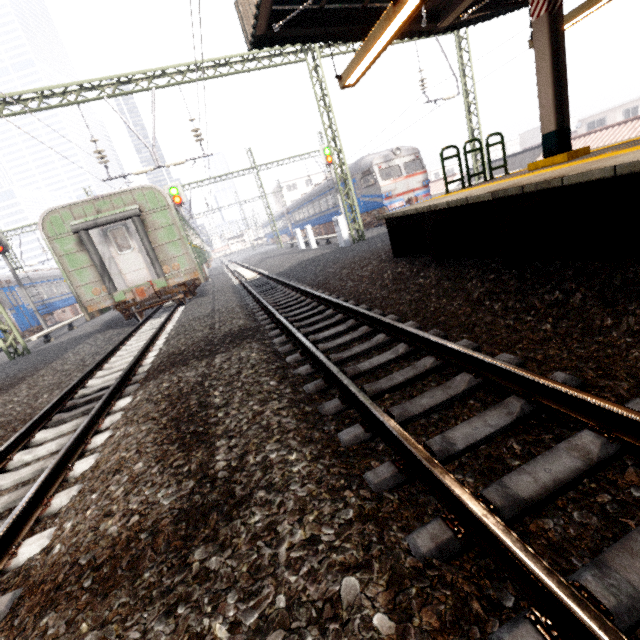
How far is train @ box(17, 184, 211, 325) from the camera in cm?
1052

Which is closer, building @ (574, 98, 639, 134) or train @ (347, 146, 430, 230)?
train @ (347, 146, 430, 230)

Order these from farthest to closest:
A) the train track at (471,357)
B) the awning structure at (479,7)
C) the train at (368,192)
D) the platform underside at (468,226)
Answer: the train at (368,192) → the awning structure at (479,7) → the platform underside at (468,226) → the train track at (471,357)

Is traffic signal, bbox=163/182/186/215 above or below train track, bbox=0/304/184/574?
above

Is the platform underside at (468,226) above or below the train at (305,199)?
below

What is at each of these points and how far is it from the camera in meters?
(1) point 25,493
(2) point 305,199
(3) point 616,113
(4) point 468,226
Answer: (1) train track, 3.2 m
(2) train, 31.1 m
(3) building, 39.4 m
(4) platform underside, 5.9 m

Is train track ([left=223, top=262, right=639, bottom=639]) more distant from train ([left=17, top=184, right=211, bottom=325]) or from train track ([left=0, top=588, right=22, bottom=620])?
train track ([left=0, top=588, right=22, bottom=620])
